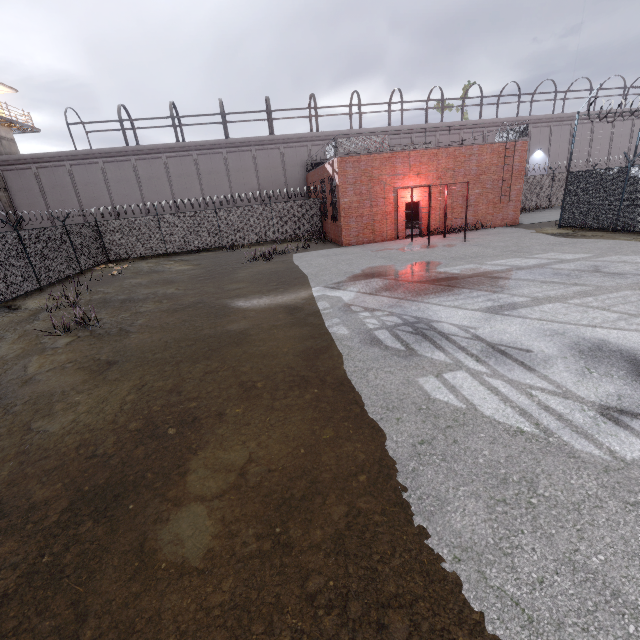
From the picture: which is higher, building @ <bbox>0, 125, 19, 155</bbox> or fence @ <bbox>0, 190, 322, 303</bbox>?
building @ <bbox>0, 125, 19, 155</bbox>

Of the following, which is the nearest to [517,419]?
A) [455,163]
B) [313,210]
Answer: [455,163]

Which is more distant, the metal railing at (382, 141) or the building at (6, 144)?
the building at (6, 144)

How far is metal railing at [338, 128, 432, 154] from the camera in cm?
A: 1788

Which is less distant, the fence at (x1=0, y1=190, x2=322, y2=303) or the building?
the fence at (x1=0, y1=190, x2=322, y2=303)

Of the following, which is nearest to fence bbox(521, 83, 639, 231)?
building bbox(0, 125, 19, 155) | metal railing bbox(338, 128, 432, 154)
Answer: metal railing bbox(338, 128, 432, 154)

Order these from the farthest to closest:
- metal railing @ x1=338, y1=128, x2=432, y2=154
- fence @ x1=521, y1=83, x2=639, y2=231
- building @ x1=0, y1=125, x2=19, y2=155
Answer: building @ x1=0, y1=125, x2=19, y2=155 < metal railing @ x1=338, y1=128, x2=432, y2=154 < fence @ x1=521, y1=83, x2=639, y2=231

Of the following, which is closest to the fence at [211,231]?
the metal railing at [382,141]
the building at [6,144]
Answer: the metal railing at [382,141]
